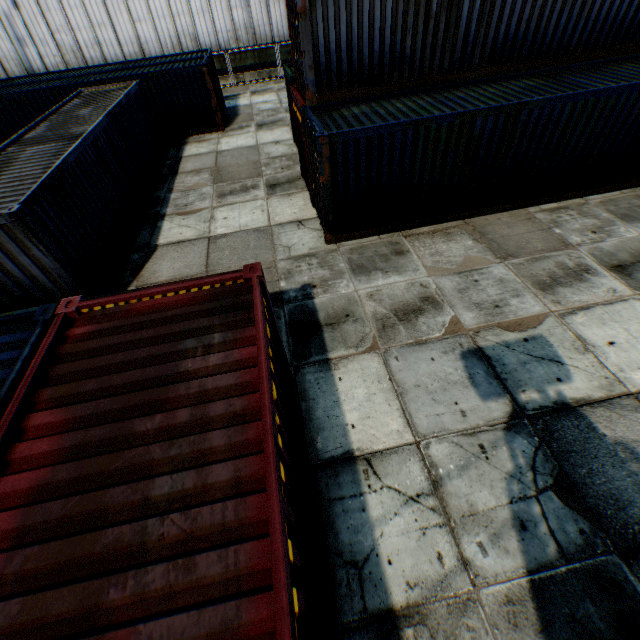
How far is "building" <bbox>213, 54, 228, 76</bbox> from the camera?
25.6 meters

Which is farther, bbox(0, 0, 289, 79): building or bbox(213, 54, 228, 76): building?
bbox(213, 54, 228, 76): building

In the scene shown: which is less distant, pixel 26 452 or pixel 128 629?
pixel 128 629

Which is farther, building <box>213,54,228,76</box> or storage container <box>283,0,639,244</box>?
building <box>213,54,228,76</box>

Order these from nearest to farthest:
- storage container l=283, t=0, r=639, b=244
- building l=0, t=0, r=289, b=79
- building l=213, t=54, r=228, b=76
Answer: storage container l=283, t=0, r=639, b=244
building l=0, t=0, r=289, b=79
building l=213, t=54, r=228, b=76

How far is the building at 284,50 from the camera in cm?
2589
